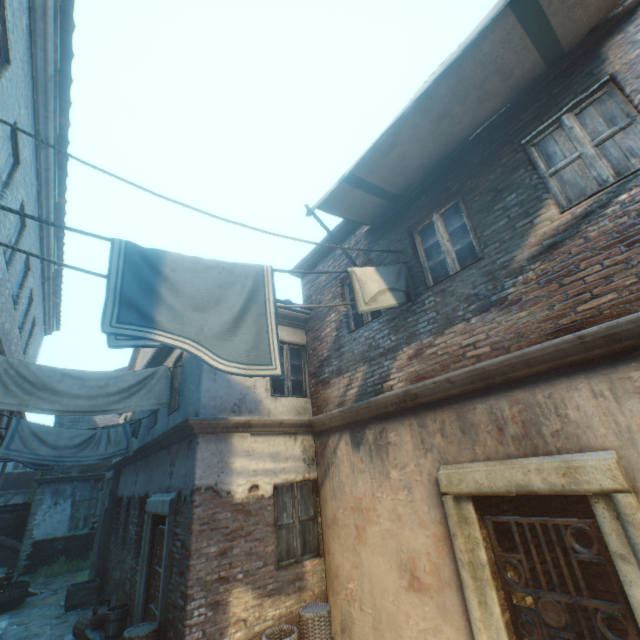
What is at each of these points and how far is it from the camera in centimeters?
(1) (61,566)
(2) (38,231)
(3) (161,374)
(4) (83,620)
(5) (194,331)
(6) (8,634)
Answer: (1) plants, 1423cm
(2) building, 880cm
(3) clothesline, 695cm
(4) wicker basket, 735cm
(5) clothesline, 329cm
(6) ground pavers, 808cm

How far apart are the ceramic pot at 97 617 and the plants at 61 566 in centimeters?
979cm

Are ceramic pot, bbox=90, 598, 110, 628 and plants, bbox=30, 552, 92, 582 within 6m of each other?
no

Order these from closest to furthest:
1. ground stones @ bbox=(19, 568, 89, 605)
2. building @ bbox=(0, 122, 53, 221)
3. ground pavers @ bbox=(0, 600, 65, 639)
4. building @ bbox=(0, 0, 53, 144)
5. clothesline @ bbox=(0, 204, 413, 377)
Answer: clothesline @ bbox=(0, 204, 413, 377) < building @ bbox=(0, 0, 53, 144) < building @ bbox=(0, 122, 53, 221) < ground pavers @ bbox=(0, 600, 65, 639) < ground stones @ bbox=(19, 568, 89, 605)

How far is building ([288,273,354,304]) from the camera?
7.18m

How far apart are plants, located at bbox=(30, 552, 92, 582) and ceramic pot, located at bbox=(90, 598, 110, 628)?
9.8 meters

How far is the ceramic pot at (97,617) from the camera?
6.7m

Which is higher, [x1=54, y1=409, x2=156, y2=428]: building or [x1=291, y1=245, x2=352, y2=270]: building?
[x1=291, y1=245, x2=352, y2=270]: building
